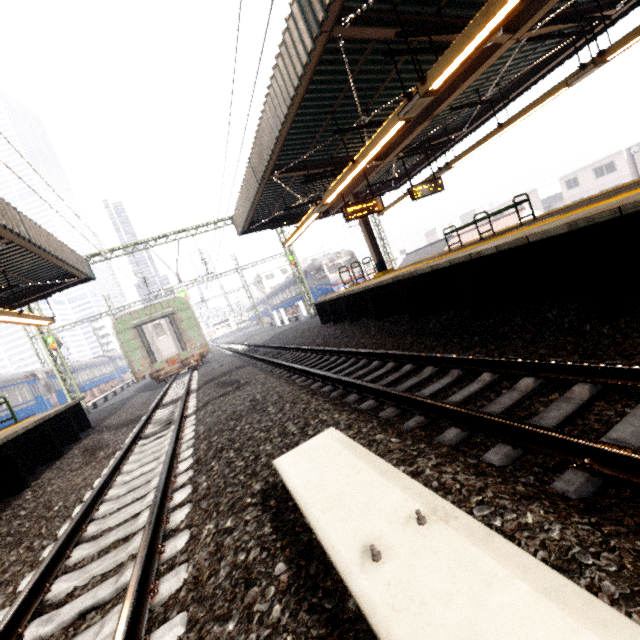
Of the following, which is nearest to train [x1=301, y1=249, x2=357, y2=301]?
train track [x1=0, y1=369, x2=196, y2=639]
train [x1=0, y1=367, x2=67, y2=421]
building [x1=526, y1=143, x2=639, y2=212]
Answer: train track [x1=0, y1=369, x2=196, y2=639]

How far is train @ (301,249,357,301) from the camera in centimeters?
2723cm

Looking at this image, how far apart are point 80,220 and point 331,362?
7.1 meters

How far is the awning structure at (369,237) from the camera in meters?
13.4

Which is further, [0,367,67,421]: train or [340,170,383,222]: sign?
[0,367,67,421]: train

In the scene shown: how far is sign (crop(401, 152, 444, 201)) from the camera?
11.6m

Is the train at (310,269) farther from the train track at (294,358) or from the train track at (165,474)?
the train track at (165,474)

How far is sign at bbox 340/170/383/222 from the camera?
10.6m
